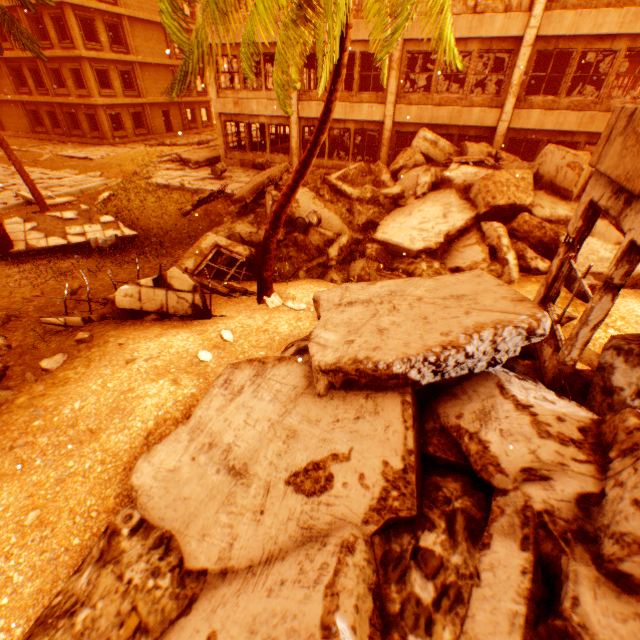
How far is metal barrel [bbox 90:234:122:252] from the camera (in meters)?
11.09

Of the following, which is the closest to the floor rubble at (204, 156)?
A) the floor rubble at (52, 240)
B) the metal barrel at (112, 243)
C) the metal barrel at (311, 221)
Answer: the floor rubble at (52, 240)

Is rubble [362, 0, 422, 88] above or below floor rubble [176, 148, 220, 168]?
above

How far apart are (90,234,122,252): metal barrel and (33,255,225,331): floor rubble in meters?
3.1 m

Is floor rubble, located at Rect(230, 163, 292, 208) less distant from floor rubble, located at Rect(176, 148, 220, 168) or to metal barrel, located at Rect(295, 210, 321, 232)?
metal barrel, located at Rect(295, 210, 321, 232)

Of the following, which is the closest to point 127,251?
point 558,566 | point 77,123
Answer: point 558,566

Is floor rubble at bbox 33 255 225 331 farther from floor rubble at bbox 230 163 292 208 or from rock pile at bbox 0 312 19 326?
floor rubble at bbox 230 163 292 208

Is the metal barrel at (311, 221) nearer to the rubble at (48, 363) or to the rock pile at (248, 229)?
the rock pile at (248, 229)
